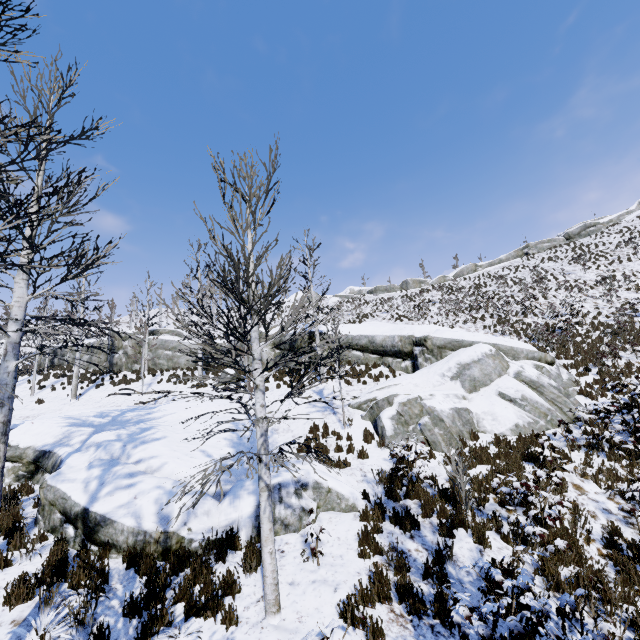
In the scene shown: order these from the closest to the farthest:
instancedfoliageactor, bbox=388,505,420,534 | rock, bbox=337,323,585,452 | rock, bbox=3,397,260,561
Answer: rock, bbox=3,397,260,561, instancedfoliageactor, bbox=388,505,420,534, rock, bbox=337,323,585,452

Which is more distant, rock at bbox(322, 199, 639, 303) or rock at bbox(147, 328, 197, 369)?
rock at bbox(322, 199, 639, 303)

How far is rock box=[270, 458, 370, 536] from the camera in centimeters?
714cm

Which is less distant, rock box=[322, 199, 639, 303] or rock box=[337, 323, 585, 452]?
rock box=[337, 323, 585, 452]

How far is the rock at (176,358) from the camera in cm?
2566

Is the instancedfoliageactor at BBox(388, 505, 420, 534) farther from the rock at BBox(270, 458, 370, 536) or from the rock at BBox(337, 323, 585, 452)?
the rock at BBox(337, 323, 585, 452)

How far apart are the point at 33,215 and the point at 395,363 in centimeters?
1521cm

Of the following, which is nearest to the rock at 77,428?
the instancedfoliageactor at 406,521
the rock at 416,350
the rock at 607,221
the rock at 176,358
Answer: the instancedfoliageactor at 406,521
